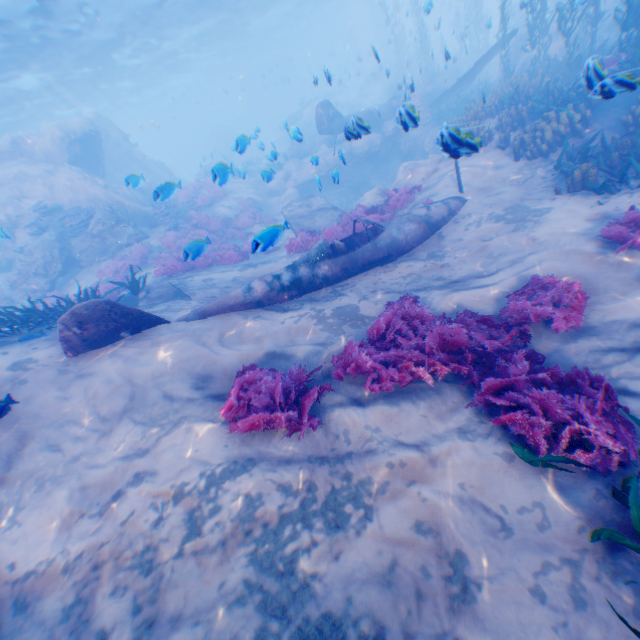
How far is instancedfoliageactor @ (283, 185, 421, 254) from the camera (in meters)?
10.02

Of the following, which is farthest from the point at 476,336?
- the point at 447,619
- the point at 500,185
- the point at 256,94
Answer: the point at 256,94

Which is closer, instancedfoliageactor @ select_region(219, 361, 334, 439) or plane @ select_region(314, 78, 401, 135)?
instancedfoliageactor @ select_region(219, 361, 334, 439)

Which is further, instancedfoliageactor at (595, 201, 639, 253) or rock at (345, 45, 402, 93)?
rock at (345, 45, 402, 93)

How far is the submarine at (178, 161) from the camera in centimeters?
5591cm

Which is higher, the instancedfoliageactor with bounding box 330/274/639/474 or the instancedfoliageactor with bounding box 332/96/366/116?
the instancedfoliageactor with bounding box 332/96/366/116

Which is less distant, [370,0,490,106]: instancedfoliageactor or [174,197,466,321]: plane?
[174,197,466,321]: plane

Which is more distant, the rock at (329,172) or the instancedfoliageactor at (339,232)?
the instancedfoliageactor at (339,232)
